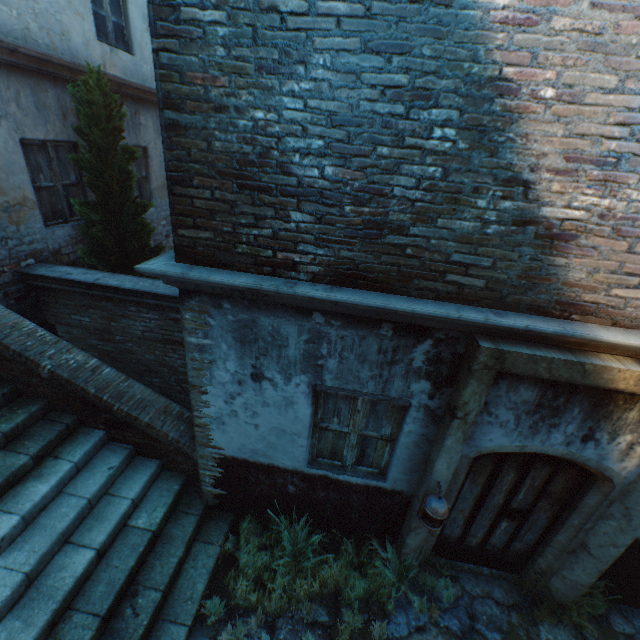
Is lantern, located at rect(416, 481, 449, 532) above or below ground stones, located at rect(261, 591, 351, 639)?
above

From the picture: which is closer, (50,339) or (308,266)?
(308,266)

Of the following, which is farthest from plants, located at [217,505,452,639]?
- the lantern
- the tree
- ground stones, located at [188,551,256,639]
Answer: the tree

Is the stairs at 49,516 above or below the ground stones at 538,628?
above

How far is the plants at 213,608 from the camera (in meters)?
3.74

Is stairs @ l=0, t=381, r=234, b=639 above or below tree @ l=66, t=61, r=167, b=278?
below

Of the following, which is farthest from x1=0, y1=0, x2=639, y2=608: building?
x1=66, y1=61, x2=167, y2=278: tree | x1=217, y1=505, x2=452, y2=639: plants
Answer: x1=66, y1=61, x2=167, y2=278: tree

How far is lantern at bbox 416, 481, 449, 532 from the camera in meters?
3.4 m
